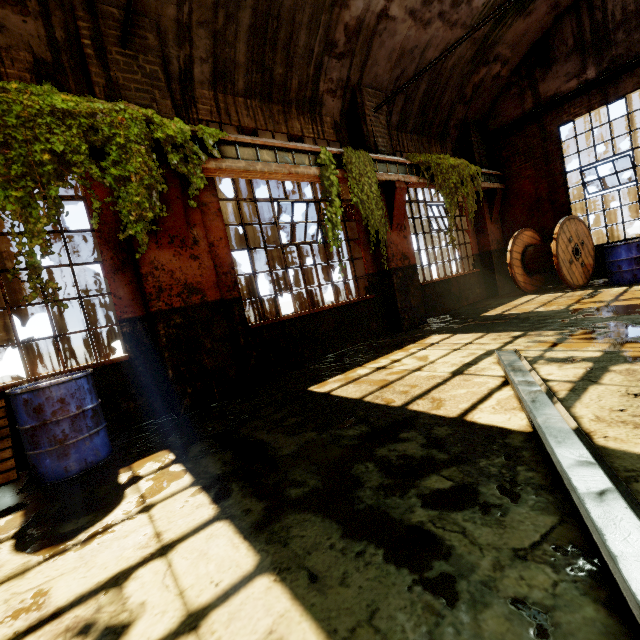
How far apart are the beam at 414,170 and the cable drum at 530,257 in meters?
3.3

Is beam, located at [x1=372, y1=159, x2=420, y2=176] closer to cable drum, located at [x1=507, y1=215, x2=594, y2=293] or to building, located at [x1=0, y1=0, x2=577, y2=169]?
building, located at [x1=0, y1=0, x2=577, y2=169]

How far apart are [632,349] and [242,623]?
4.25m

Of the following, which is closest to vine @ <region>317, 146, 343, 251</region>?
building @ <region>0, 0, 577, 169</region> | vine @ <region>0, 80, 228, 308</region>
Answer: building @ <region>0, 0, 577, 169</region>

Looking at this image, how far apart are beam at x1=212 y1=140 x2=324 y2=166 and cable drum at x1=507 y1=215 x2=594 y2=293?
6.1m

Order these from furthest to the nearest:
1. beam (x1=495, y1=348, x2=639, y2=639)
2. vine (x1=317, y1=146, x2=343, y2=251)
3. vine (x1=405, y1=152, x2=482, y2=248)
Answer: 1. vine (x1=405, y1=152, x2=482, y2=248)
2. vine (x1=317, y1=146, x2=343, y2=251)
3. beam (x1=495, y1=348, x2=639, y2=639)

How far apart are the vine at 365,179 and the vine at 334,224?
0.14m

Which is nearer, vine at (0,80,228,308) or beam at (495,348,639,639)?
beam at (495,348,639,639)
